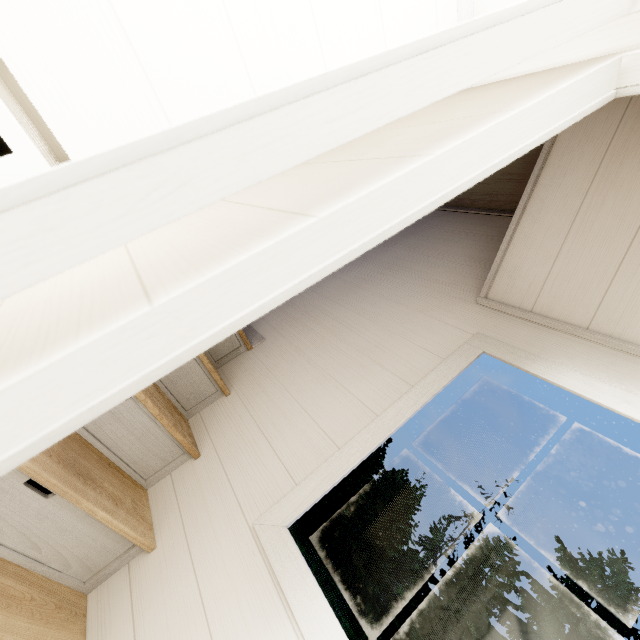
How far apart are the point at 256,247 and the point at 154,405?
1.2 meters
